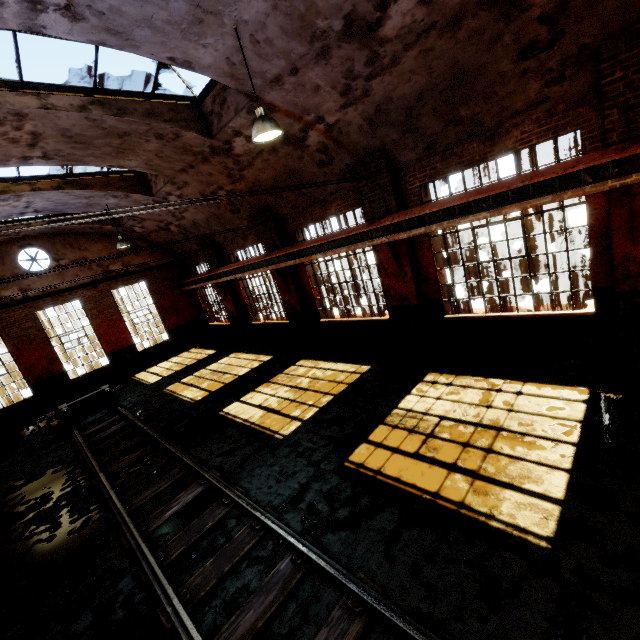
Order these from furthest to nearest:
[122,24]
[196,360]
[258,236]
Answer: [196,360]
[258,236]
[122,24]

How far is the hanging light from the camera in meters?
5.2

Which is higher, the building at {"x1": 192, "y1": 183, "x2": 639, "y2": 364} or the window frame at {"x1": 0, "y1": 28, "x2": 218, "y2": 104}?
the window frame at {"x1": 0, "y1": 28, "x2": 218, "y2": 104}

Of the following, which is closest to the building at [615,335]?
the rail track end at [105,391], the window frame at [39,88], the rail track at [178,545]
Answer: the window frame at [39,88]

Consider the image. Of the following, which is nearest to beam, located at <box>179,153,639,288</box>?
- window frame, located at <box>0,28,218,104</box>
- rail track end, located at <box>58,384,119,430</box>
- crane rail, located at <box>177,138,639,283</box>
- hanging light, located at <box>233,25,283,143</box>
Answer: crane rail, located at <box>177,138,639,283</box>

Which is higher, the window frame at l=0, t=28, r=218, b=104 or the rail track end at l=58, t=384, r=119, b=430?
the window frame at l=0, t=28, r=218, b=104

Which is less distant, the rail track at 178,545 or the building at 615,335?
the rail track at 178,545

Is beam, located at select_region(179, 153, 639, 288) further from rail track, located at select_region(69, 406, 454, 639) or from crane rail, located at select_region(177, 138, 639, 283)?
rail track, located at select_region(69, 406, 454, 639)
